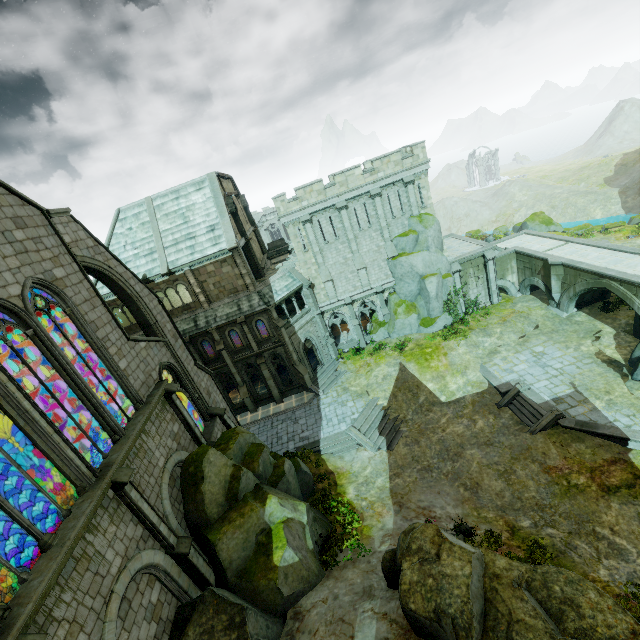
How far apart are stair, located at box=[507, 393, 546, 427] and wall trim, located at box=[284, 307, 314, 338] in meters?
17.4 m

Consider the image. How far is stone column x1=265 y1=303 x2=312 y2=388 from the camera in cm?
2750

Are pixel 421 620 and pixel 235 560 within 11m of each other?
yes

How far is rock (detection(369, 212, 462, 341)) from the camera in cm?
2919

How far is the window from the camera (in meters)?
29.95

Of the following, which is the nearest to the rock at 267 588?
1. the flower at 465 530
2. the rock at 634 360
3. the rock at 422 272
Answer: the flower at 465 530

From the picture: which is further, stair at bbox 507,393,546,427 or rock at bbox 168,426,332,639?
stair at bbox 507,393,546,427

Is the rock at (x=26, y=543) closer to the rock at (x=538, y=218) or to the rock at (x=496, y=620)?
the rock at (x=496, y=620)
